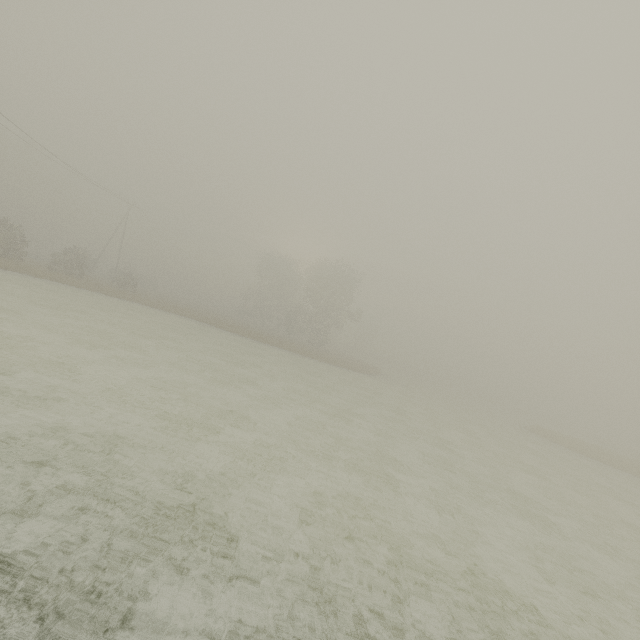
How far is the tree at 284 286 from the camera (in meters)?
45.97

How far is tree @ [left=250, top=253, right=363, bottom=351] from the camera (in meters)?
45.97

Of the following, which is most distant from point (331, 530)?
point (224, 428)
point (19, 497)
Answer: point (19, 497)
